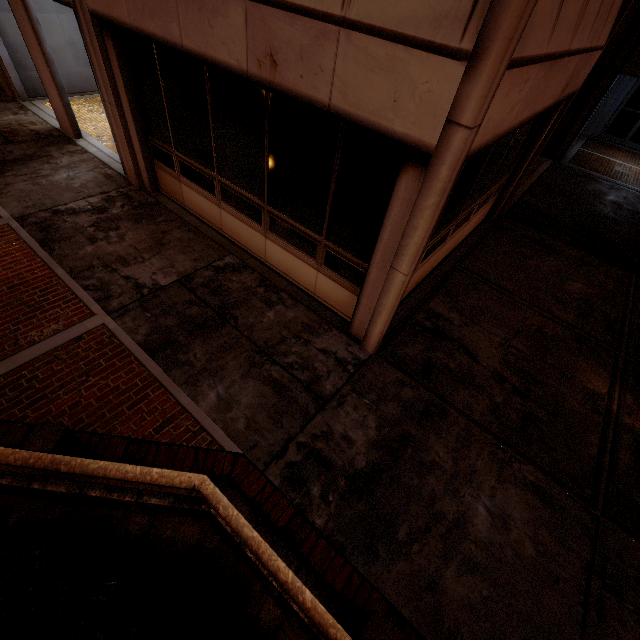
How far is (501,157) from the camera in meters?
6.1
